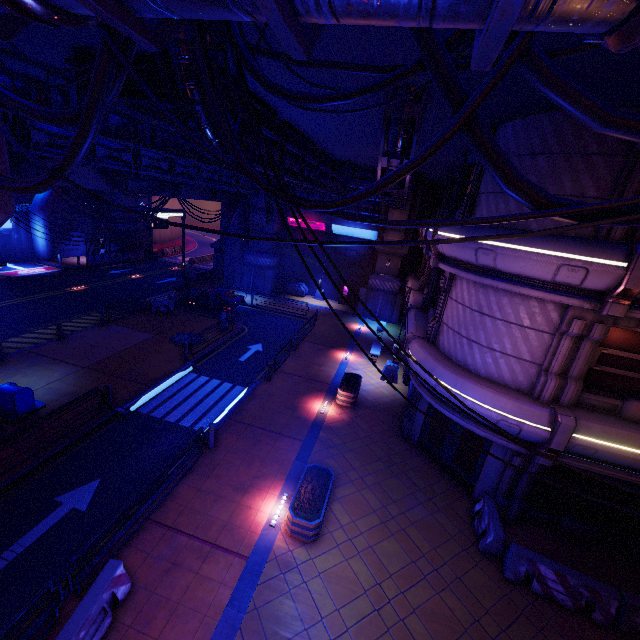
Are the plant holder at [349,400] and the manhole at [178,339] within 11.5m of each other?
yes

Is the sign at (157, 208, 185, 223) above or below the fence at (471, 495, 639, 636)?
above

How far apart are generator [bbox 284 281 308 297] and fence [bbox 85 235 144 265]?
19.9m

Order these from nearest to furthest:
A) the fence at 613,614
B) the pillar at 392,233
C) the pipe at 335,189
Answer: the fence at 613,614, the pipe at 335,189, the pillar at 392,233

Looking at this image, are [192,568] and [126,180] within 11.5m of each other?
no

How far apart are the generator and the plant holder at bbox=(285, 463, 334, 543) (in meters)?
23.69

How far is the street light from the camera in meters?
19.0

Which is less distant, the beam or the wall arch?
the beam
